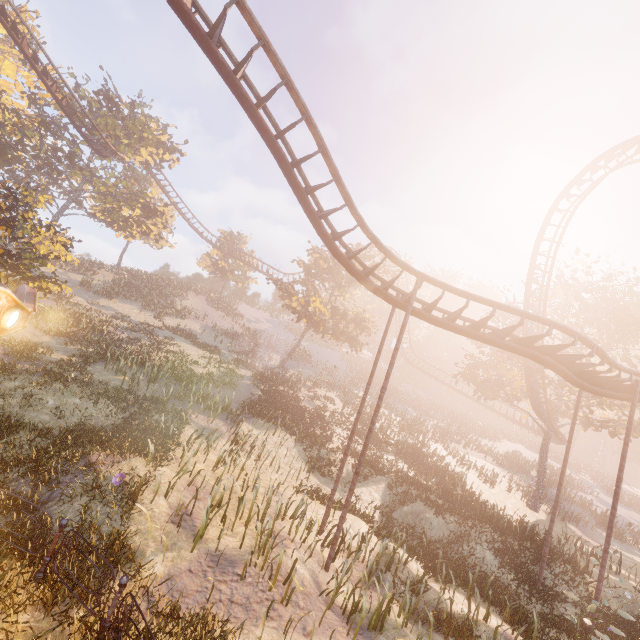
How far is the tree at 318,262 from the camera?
29.09m

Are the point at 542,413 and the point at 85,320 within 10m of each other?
no

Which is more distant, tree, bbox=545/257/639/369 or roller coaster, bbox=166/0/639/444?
tree, bbox=545/257/639/369

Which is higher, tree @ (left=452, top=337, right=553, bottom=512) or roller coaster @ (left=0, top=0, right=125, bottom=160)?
roller coaster @ (left=0, top=0, right=125, bottom=160)

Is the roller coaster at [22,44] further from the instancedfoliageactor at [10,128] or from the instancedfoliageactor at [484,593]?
the instancedfoliageactor at [484,593]

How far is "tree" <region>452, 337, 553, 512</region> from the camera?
24.5 meters

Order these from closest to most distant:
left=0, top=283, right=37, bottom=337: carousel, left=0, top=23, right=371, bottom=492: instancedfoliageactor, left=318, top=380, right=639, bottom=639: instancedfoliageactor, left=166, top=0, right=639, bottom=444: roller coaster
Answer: left=0, top=283, right=37, bottom=337: carousel < left=166, top=0, right=639, bottom=444: roller coaster < left=318, top=380, right=639, bottom=639: instancedfoliageactor < left=0, top=23, right=371, bottom=492: instancedfoliageactor

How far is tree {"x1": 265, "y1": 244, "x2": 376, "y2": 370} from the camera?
29.1m
